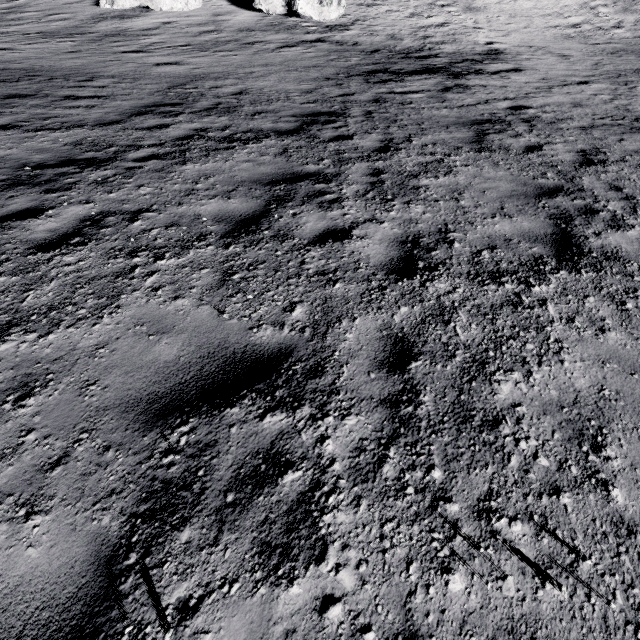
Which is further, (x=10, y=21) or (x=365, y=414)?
(x=10, y=21)
